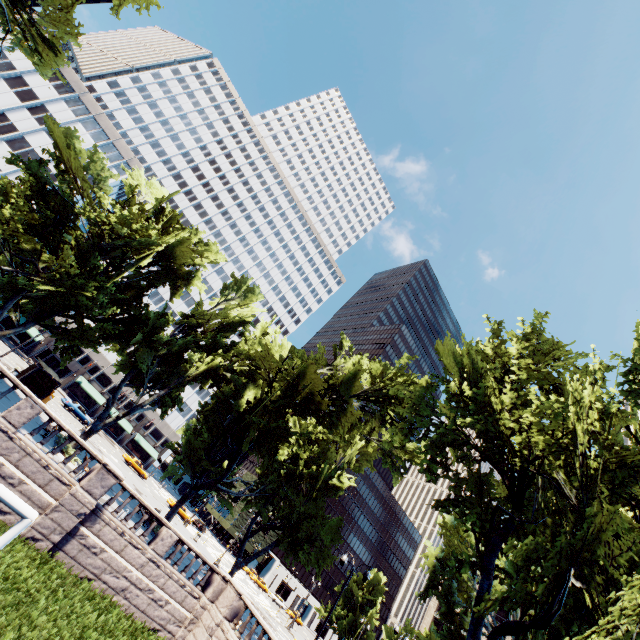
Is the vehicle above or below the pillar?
below

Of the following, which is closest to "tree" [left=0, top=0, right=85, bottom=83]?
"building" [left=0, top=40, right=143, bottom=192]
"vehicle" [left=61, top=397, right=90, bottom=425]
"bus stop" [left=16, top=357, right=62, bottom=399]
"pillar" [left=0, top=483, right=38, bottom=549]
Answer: "building" [left=0, top=40, right=143, bottom=192]

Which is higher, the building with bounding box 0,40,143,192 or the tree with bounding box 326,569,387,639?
the building with bounding box 0,40,143,192

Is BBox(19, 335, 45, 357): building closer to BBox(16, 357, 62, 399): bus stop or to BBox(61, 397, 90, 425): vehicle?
BBox(16, 357, 62, 399): bus stop

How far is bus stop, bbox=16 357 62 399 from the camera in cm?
2895

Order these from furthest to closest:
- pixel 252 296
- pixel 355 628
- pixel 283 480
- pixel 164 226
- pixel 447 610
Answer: pixel 355 628, pixel 252 296, pixel 283 480, pixel 164 226, pixel 447 610

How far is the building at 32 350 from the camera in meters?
58.2

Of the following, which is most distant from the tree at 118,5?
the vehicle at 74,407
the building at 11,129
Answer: the vehicle at 74,407
